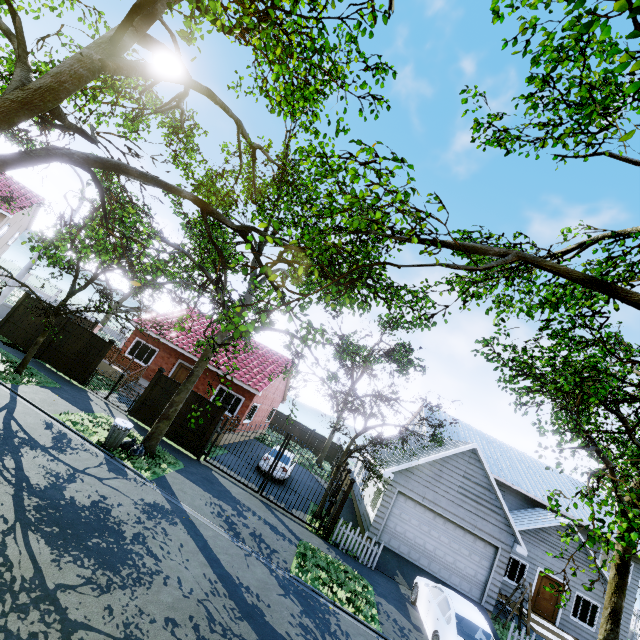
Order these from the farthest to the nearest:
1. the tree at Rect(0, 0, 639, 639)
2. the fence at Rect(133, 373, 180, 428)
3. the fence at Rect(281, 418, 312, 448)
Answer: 1. the fence at Rect(281, 418, 312, 448)
2. the fence at Rect(133, 373, 180, 428)
3. the tree at Rect(0, 0, 639, 639)

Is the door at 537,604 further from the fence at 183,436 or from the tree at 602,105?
the fence at 183,436

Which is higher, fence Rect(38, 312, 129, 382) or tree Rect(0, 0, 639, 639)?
tree Rect(0, 0, 639, 639)

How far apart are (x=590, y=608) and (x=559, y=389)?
18.83m

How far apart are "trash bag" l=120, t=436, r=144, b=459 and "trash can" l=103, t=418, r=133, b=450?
0.14m

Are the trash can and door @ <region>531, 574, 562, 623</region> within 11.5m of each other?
no

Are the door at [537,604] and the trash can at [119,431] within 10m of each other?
no

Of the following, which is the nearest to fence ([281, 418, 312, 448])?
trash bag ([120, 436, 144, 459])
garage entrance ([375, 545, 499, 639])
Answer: garage entrance ([375, 545, 499, 639])
